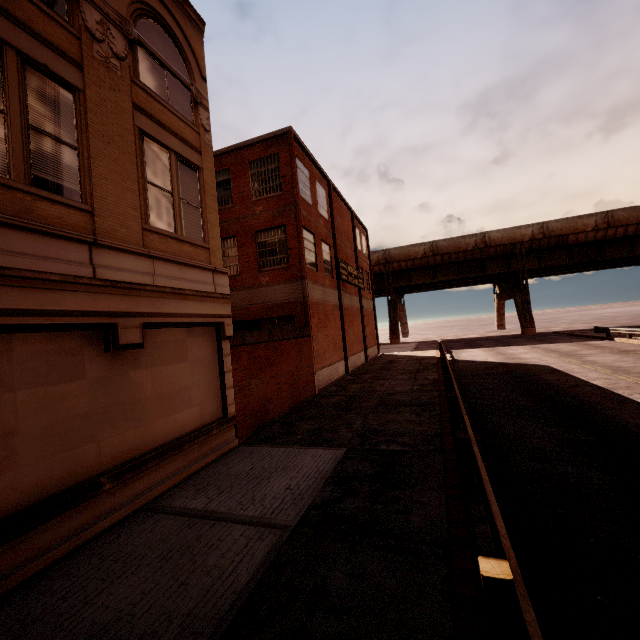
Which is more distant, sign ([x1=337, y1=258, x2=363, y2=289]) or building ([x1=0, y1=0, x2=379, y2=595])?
sign ([x1=337, y1=258, x2=363, y2=289])

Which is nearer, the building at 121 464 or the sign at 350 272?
the building at 121 464

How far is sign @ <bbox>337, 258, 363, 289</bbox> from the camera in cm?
2286

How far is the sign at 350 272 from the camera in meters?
22.9 m

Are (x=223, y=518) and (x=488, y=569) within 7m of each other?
yes
